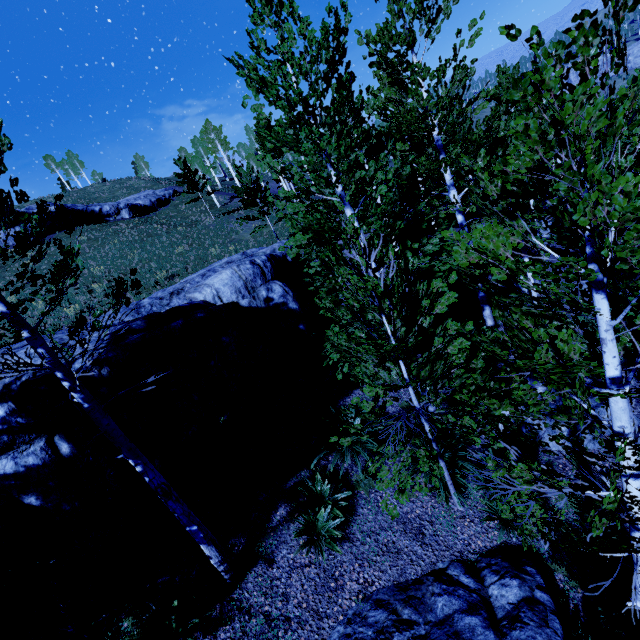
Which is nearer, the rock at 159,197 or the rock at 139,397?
the rock at 139,397

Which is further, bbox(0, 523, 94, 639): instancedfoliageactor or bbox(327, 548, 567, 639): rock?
bbox(327, 548, 567, 639): rock

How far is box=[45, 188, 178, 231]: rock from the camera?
35.2m

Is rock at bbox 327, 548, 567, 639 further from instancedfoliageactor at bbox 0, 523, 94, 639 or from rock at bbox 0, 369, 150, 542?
rock at bbox 0, 369, 150, 542

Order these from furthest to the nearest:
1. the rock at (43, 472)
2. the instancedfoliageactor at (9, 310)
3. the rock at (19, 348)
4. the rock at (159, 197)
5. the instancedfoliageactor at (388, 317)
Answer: the rock at (159, 197) < the rock at (19, 348) < the rock at (43, 472) < the instancedfoliageactor at (9, 310) < the instancedfoliageactor at (388, 317)

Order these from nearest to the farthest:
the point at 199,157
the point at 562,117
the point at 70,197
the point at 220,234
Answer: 1. the point at 562,117
2. the point at 220,234
3. the point at 70,197
4. the point at 199,157

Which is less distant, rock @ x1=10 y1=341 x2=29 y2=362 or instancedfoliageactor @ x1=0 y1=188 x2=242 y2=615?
instancedfoliageactor @ x1=0 y1=188 x2=242 y2=615

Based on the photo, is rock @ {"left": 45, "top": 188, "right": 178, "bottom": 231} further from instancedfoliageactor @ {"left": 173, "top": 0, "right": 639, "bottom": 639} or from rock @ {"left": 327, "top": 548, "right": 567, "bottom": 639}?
rock @ {"left": 327, "top": 548, "right": 567, "bottom": 639}
